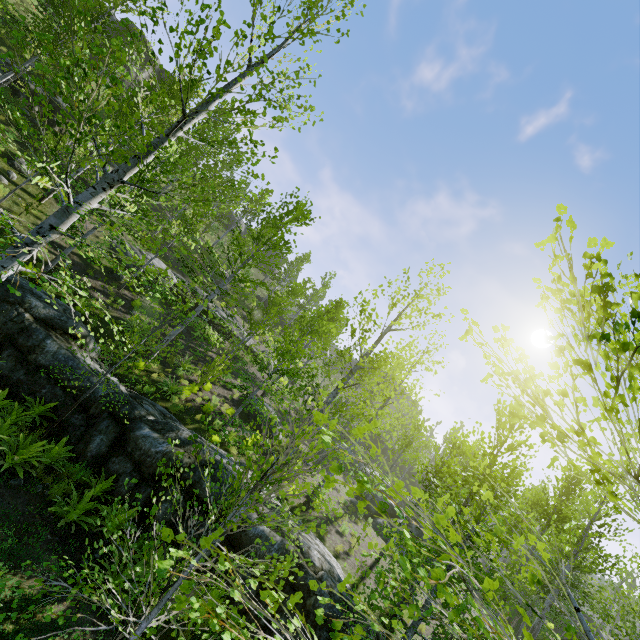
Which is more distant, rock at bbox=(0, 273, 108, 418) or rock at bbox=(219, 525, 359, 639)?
rock at bbox=(0, 273, 108, 418)

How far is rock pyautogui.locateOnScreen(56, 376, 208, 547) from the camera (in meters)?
8.59

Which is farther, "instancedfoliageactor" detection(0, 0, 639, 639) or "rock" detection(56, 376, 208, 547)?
"rock" detection(56, 376, 208, 547)

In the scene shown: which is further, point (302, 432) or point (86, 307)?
point (86, 307)

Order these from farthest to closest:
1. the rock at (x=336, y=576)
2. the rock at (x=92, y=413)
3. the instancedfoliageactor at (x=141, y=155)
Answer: the rock at (x=92, y=413) → the rock at (x=336, y=576) → the instancedfoliageactor at (x=141, y=155)

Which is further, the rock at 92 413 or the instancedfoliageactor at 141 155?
the rock at 92 413

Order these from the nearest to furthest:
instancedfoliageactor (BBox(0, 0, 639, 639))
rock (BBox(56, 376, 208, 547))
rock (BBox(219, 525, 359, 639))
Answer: instancedfoliageactor (BBox(0, 0, 639, 639)) < rock (BBox(219, 525, 359, 639)) < rock (BBox(56, 376, 208, 547))
